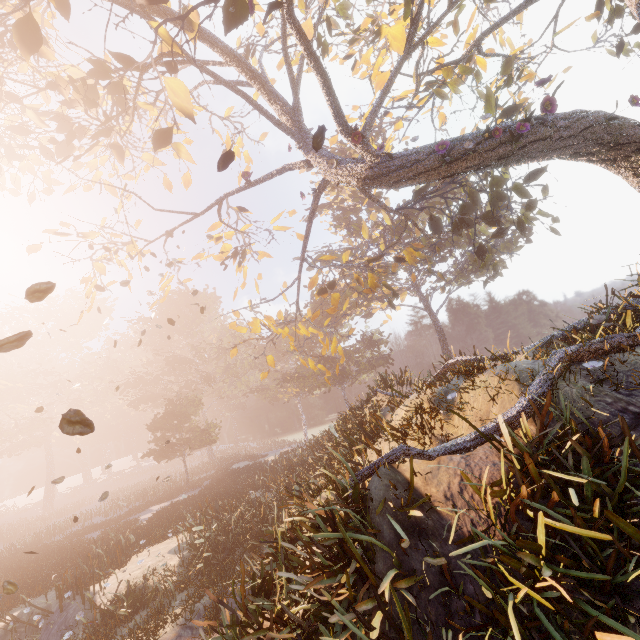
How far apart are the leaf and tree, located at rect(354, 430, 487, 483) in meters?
3.6 m

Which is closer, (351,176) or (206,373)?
(351,176)

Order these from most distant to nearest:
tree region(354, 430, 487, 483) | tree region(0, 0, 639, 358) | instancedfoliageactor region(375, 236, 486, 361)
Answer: instancedfoliageactor region(375, 236, 486, 361) → tree region(0, 0, 639, 358) → tree region(354, 430, 487, 483)

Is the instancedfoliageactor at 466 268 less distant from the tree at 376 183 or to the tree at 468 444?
the tree at 376 183

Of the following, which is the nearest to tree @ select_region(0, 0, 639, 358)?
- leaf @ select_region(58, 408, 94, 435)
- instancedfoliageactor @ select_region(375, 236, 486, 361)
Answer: instancedfoliageactor @ select_region(375, 236, 486, 361)

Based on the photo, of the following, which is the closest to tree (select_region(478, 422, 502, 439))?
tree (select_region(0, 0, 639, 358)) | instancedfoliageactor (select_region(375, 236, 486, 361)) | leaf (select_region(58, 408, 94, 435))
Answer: tree (select_region(0, 0, 639, 358))

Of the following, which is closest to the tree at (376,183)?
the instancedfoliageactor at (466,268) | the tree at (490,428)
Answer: the tree at (490,428)

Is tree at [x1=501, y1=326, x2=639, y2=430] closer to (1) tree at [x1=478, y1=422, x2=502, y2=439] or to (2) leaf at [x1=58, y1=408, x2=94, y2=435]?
(1) tree at [x1=478, y1=422, x2=502, y2=439]
